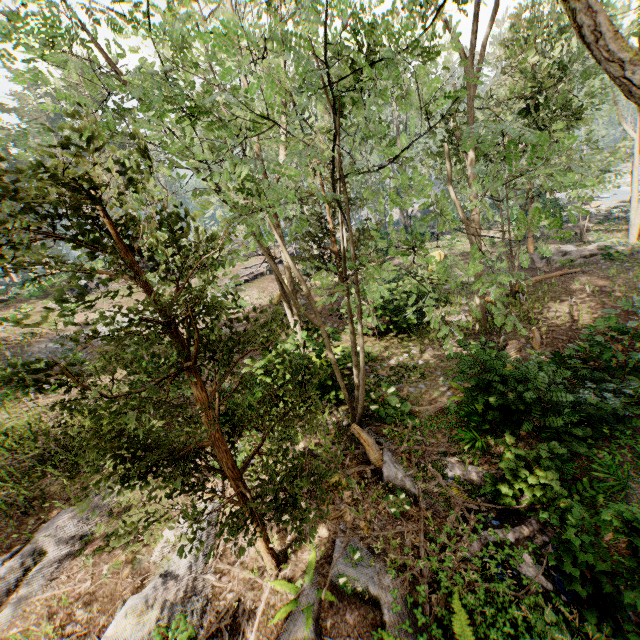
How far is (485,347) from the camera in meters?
12.0

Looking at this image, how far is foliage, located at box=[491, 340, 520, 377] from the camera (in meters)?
6.95

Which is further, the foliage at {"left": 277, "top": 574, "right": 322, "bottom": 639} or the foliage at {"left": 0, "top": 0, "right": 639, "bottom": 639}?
the foliage at {"left": 277, "top": 574, "right": 322, "bottom": 639}

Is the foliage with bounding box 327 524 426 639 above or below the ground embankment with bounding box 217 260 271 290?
below

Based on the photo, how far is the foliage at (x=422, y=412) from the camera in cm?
711

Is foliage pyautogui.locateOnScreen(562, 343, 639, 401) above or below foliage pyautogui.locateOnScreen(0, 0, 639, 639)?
below

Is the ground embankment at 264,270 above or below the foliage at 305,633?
above
